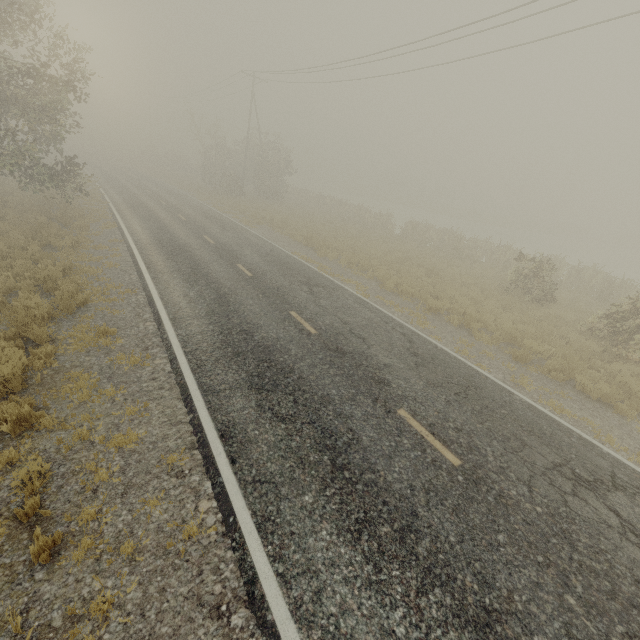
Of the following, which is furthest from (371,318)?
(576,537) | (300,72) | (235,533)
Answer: (300,72)
